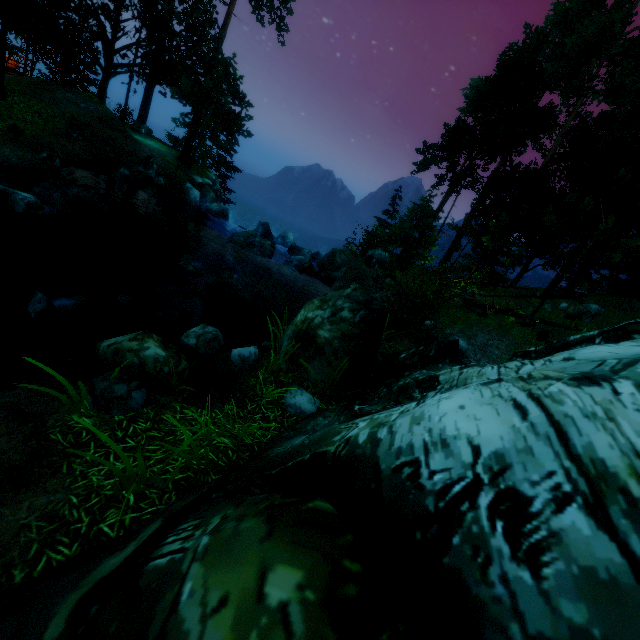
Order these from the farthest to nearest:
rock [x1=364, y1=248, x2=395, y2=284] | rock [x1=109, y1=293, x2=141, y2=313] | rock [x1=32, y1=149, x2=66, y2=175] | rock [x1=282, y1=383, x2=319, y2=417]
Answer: rock [x1=364, y1=248, x2=395, y2=284] < rock [x1=32, y1=149, x2=66, y2=175] < rock [x1=109, y1=293, x2=141, y2=313] < rock [x1=282, y1=383, x2=319, y2=417]

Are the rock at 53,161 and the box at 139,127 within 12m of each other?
no

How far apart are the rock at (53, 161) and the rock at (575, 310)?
26.59m

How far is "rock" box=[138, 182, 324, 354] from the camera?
9.58m

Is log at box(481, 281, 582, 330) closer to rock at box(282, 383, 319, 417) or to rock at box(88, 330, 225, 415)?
rock at box(282, 383, 319, 417)

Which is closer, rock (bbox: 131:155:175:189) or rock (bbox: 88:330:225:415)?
rock (bbox: 88:330:225:415)

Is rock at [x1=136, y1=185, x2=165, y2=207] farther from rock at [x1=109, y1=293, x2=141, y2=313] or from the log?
the log

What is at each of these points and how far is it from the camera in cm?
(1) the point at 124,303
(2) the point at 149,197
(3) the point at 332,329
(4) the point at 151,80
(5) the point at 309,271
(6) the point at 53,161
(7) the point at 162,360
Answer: (1) rock, 1068
(2) rock, 1784
(3) rock, 643
(4) tree, 2425
(5) barrel, 1875
(6) rock, 1407
(7) rock, 534
